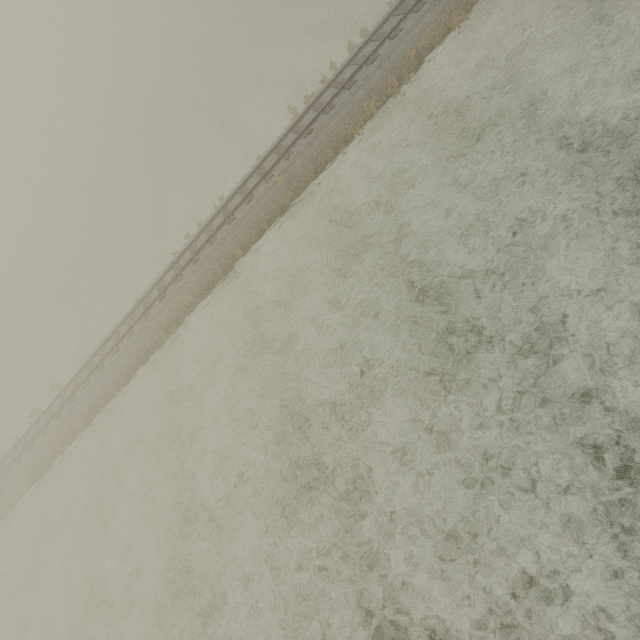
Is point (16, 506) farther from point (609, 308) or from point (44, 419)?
point (609, 308)
